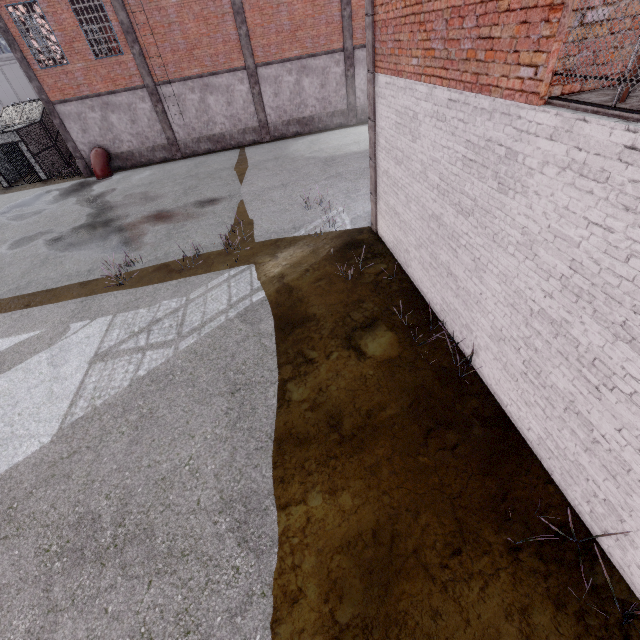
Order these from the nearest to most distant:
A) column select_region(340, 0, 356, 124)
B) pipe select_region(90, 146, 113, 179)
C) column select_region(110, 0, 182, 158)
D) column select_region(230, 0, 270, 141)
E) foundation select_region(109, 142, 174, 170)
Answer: column select_region(110, 0, 182, 158) < column select_region(230, 0, 270, 141) < column select_region(340, 0, 356, 124) < pipe select_region(90, 146, 113, 179) < foundation select_region(109, 142, 174, 170)

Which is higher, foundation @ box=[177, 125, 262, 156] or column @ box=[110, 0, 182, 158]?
column @ box=[110, 0, 182, 158]

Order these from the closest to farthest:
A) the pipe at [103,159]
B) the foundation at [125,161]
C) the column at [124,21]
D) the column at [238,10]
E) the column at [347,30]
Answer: the column at [124,21] → the column at [238,10] → the column at [347,30] → the pipe at [103,159] → the foundation at [125,161]

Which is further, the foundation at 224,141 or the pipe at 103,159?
the foundation at 224,141

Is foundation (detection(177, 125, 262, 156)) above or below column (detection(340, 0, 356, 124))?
below

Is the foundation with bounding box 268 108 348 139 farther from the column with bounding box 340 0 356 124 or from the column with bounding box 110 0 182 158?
the column with bounding box 110 0 182 158

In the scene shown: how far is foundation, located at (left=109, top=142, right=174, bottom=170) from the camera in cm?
2075

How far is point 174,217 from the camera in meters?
13.6 m
